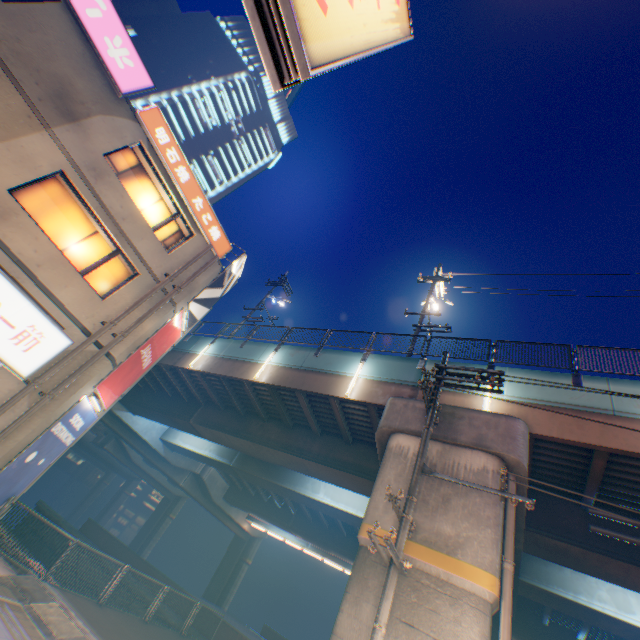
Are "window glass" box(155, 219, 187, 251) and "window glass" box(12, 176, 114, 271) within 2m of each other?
yes

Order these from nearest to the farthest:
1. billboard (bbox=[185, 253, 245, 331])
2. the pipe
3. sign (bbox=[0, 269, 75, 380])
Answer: the pipe < sign (bbox=[0, 269, 75, 380]) < billboard (bbox=[185, 253, 245, 331])

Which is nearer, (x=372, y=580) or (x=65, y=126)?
(x=372, y=580)

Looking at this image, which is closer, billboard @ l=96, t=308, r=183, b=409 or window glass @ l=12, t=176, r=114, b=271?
window glass @ l=12, t=176, r=114, b=271

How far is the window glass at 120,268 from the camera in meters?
10.9

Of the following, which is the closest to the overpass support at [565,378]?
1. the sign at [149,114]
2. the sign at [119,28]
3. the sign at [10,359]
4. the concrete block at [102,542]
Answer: the concrete block at [102,542]

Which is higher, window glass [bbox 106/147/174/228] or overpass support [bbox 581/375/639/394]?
overpass support [bbox 581/375/639/394]

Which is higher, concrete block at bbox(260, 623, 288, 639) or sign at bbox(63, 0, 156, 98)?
sign at bbox(63, 0, 156, 98)
